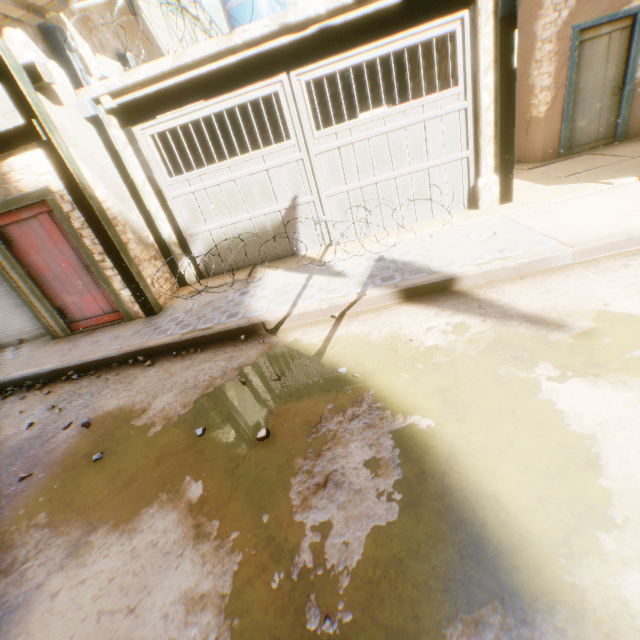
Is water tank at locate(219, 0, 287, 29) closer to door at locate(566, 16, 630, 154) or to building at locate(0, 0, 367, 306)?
building at locate(0, 0, 367, 306)

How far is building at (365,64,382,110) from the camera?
9.77m

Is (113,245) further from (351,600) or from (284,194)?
(351,600)

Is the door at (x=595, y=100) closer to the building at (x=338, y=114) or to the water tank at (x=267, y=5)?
the building at (x=338, y=114)

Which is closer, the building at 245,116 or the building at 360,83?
the building at 360,83

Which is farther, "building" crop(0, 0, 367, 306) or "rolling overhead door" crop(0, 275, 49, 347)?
"rolling overhead door" crop(0, 275, 49, 347)

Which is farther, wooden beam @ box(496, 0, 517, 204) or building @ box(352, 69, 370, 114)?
building @ box(352, 69, 370, 114)

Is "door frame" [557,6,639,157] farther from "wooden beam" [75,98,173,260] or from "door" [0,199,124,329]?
"door" [0,199,124,329]
